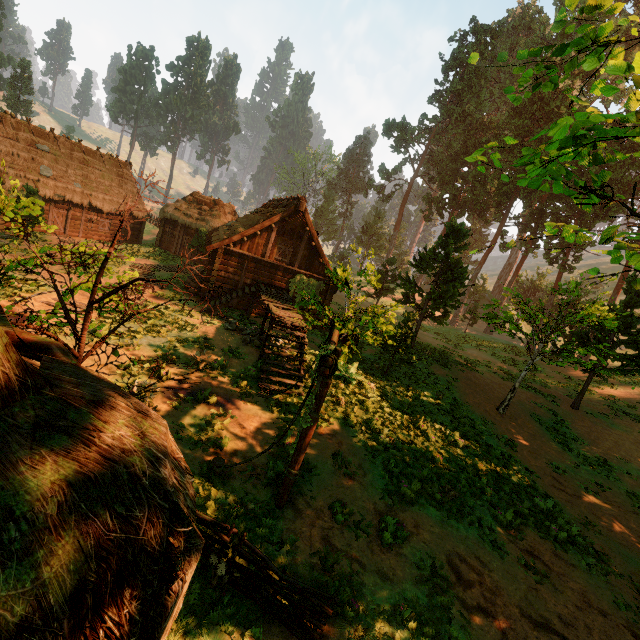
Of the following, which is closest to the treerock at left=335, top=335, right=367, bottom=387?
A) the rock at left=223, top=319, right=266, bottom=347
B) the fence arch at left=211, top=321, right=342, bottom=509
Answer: the fence arch at left=211, top=321, right=342, bottom=509

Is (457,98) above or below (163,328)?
above

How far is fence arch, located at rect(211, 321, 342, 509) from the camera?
6.7m

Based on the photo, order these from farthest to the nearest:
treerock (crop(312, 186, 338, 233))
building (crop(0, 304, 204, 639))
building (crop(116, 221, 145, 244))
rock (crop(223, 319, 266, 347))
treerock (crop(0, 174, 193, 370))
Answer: treerock (crop(312, 186, 338, 233)) < building (crop(116, 221, 145, 244)) < rock (crop(223, 319, 266, 347)) < treerock (crop(0, 174, 193, 370)) < building (crop(0, 304, 204, 639))

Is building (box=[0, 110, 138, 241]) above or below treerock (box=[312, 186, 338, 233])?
below

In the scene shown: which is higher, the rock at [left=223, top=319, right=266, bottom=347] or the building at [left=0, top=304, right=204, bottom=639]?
the building at [left=0, top=304, right=204, bottom=639]

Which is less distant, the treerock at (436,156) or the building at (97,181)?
the treerock at (436,156)

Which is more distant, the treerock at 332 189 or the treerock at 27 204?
the treerock at 332 189
